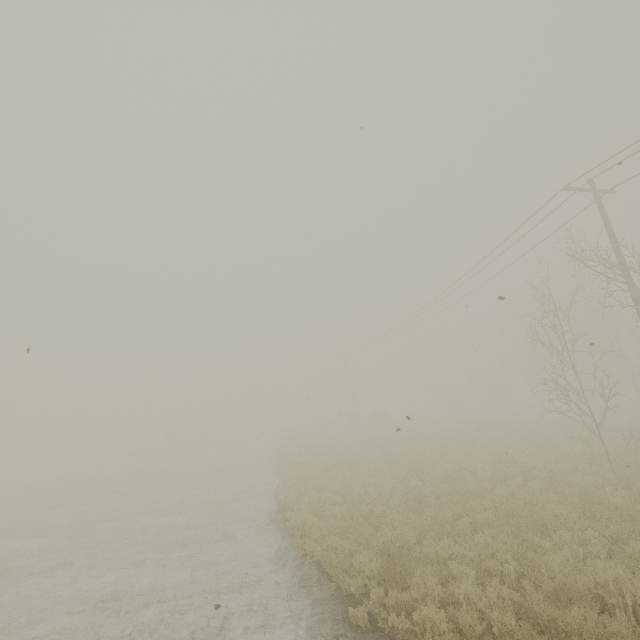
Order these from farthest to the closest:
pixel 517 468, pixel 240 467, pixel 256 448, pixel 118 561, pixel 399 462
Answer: pixel 256 448 < pixel 240 467 < pixel 399 462 < pixel 517 468 < pixel 118 561
